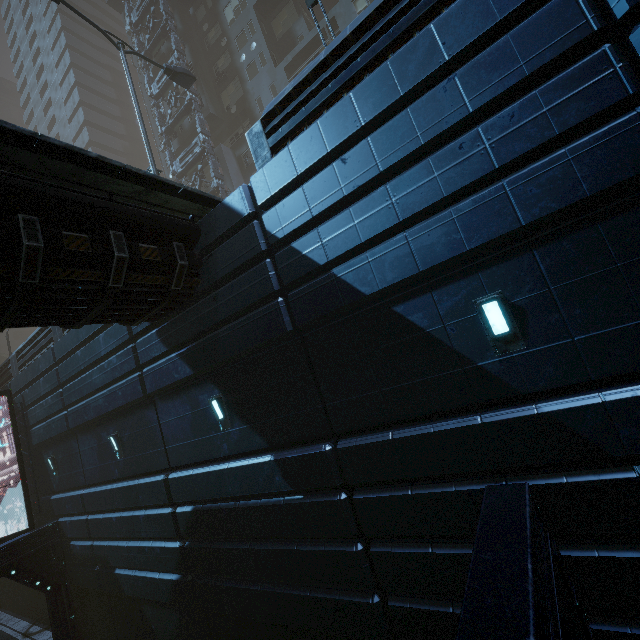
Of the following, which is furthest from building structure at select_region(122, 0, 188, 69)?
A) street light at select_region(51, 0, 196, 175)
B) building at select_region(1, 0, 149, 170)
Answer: street light at select_region(51, 0, 196, 175)

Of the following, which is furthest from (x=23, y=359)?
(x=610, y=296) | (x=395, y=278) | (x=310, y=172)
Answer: (x=610, y=296)

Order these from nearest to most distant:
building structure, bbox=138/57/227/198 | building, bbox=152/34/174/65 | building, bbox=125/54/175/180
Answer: building structure, bbox=138/57/227/198 → building, bbox=152/34/174/65 → building, bbox=125/54/175/180

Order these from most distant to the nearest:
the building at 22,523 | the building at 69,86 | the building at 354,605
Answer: the building at 69,86 < the building at 22,523 < the building at 354,605

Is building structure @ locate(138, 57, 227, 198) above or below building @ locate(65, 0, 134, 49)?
below

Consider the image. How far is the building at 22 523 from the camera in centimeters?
1592cm

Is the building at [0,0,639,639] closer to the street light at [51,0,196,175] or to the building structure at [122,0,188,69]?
the building structure at [122,0,188,69]

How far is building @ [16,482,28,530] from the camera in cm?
1592
